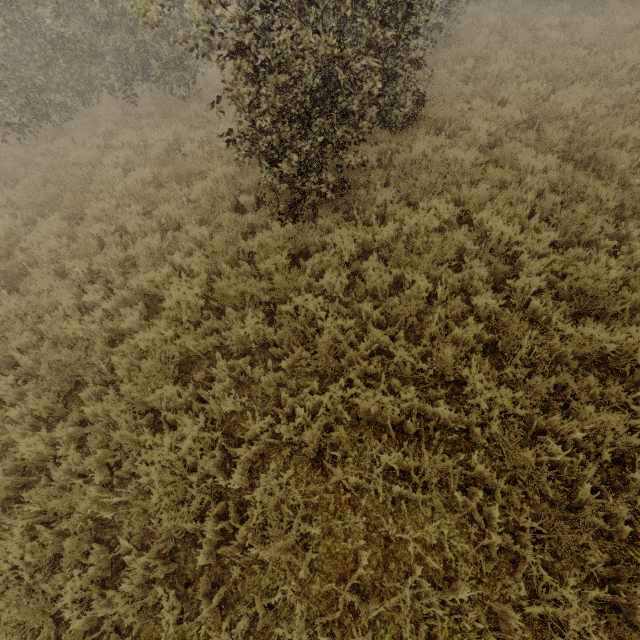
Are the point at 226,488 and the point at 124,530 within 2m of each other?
yes
